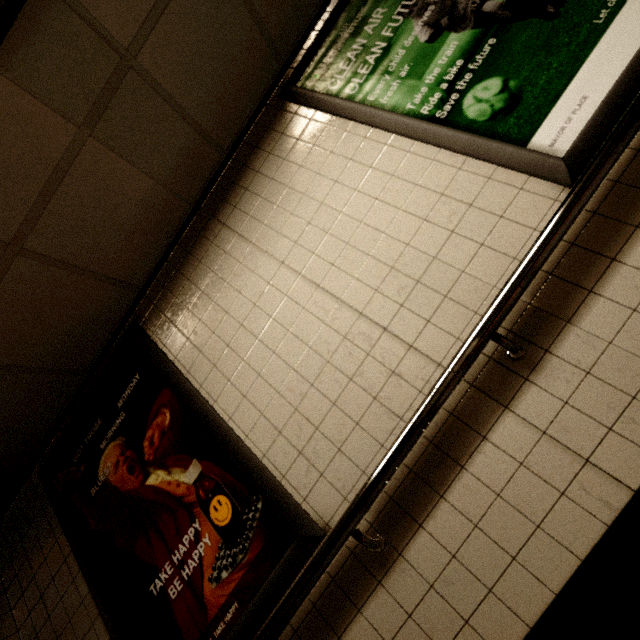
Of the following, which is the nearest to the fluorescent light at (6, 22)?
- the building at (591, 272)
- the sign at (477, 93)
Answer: the building at (591, 272)

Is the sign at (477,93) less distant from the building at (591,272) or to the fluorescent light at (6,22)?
the building at (591,272)

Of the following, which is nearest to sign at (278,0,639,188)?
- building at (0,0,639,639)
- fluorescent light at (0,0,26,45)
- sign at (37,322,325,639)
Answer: building at (0,0,639,639)

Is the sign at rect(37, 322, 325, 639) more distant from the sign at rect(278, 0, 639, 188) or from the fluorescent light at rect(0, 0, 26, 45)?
→ the sign at rect(278, 0, 639, 188)

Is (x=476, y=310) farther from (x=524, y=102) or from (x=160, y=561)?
(x=160, y=561)

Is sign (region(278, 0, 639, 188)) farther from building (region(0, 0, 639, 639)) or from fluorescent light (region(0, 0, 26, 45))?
fluorescent light (region(0, 0, 26, 45))

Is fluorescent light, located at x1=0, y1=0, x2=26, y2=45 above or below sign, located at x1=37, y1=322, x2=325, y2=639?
above
